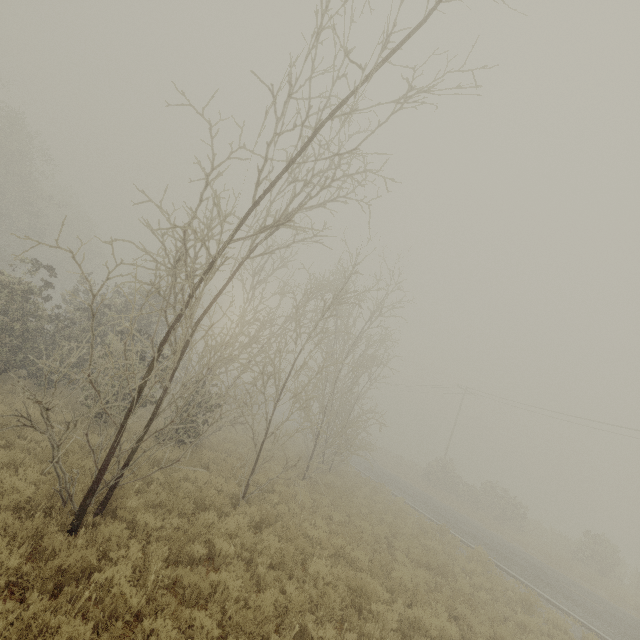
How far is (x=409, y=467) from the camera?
40.8m
